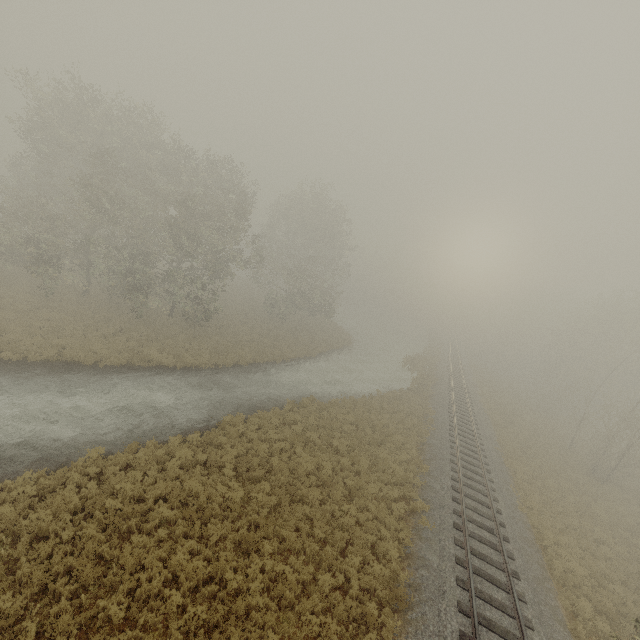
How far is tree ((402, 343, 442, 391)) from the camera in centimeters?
3286cm

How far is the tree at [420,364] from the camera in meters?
32.9 m

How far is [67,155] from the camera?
24.94m
